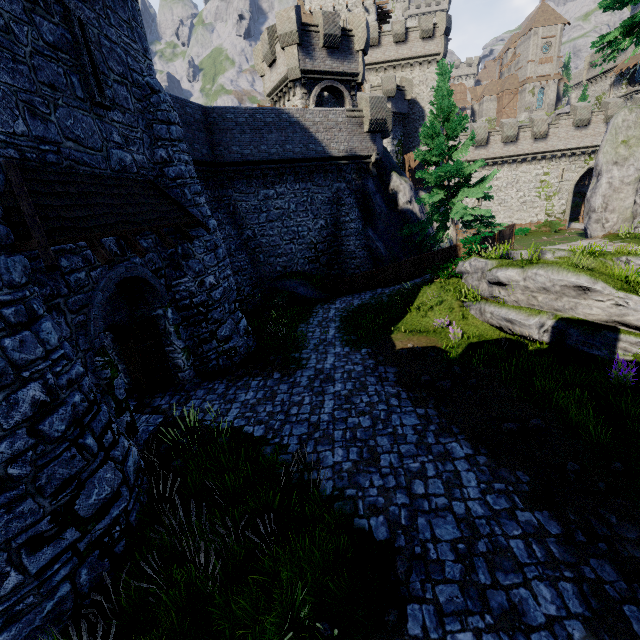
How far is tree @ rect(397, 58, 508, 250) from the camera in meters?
17.0 m

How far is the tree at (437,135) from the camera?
17.0 meters

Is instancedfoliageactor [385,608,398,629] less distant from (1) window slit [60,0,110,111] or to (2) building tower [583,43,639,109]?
(1) window slit [60,0,110,111]

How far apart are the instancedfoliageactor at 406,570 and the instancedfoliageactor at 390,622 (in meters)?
0.37

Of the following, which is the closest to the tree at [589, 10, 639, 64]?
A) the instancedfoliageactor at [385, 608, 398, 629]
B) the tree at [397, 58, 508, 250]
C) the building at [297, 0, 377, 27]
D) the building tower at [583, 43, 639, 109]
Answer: the tree at [397, 58, 508, 250]

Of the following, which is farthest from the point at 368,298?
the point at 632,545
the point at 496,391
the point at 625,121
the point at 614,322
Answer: the point at 625,121

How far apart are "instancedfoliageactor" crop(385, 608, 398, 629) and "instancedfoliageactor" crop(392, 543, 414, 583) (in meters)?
0.37

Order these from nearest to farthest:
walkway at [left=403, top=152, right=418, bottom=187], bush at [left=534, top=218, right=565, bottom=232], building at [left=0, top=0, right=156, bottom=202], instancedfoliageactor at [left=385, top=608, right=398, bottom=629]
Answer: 1. instancedfoliageactor at [left=385, top=608, right=398, bottom=629]
2. building at [left=0, top=0, right=156, bottom=202]
3. bush at [left=534, top=218, right=565, bottom=232]
4. walkway at [left=403, top=152, right=418, bottom=187]
